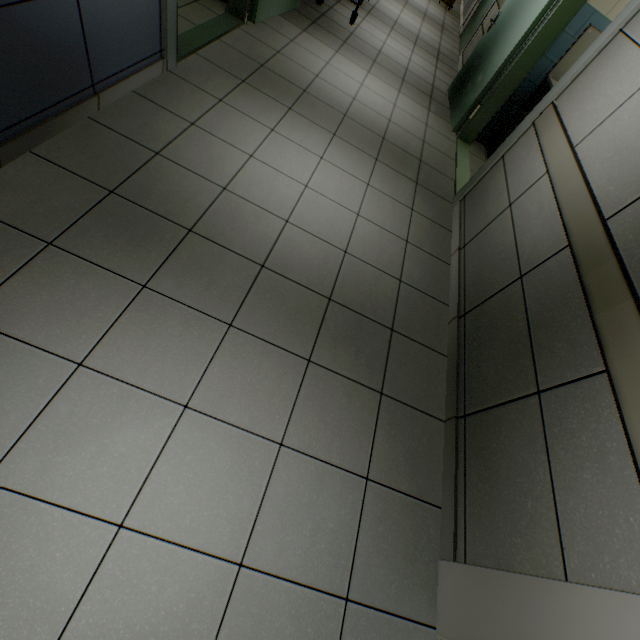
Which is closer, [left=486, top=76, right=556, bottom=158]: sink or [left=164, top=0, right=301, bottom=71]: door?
[left=164, top=0, right=301, bottom=71]: door

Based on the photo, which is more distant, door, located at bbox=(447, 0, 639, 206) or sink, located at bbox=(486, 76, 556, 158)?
sink, located at bbox=(486, 76, 556, 158)

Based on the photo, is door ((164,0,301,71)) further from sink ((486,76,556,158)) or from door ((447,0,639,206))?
sink ((486,76,556,158))

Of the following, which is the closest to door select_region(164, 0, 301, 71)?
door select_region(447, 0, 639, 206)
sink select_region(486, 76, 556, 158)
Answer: door select_region(447, 0, 639, 206)

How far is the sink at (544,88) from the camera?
3.9m

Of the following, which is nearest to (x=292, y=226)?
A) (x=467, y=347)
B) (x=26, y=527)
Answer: (x=467, y=347)

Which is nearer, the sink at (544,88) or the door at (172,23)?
the door at (172,23)

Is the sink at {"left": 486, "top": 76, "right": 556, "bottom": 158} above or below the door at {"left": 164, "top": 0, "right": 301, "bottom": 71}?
above
